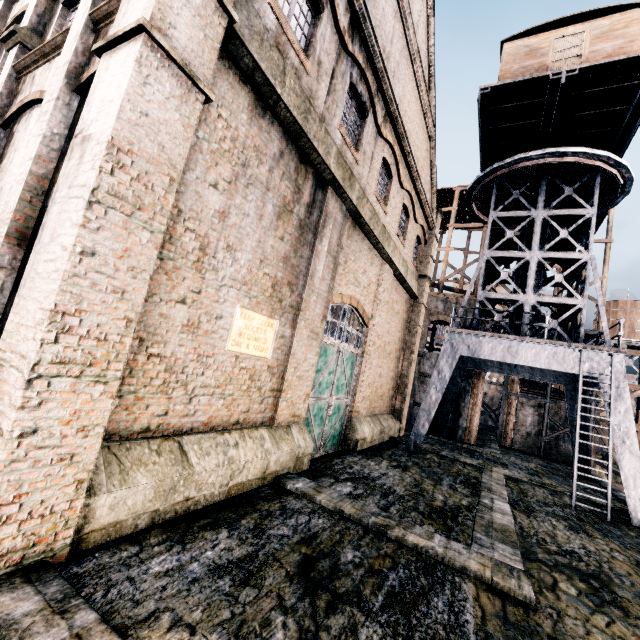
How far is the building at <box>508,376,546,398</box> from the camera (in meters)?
27.27

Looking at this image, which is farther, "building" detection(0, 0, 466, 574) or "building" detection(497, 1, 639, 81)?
"building" detection(497, 1, 639, 81)

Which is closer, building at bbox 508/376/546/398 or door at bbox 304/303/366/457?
door at bbox 304/303/366/457

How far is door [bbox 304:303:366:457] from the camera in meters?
11.9 m

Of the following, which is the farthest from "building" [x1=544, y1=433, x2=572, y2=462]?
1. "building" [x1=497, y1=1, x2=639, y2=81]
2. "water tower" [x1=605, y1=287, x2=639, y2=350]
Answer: "water tower" [x1=605, y1=287, x2=639, y2=350]

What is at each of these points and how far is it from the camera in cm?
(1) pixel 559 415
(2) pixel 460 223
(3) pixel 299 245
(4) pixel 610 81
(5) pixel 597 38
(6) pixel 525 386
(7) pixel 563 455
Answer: (1) building, 2639
(2) wooden scaffolding, 3681
(3) building, 953
(4) crane, 1372
(5) building, 1400
(6) building, 3444
(7) building, 2572

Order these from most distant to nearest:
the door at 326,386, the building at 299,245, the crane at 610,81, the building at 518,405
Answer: the building at 518,405 → the crane at 610,81 → the door at 326,386 → the building at 299,245

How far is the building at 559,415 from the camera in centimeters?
2619cm
